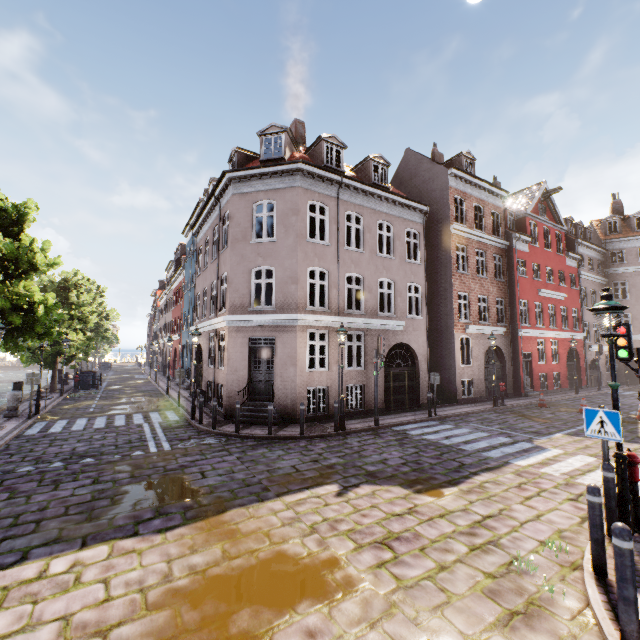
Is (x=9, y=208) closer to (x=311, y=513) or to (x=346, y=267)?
(x=346, y=267)

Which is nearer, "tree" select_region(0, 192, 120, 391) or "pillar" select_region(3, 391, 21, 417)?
"tree" select_region(0, 192, 120, 391)

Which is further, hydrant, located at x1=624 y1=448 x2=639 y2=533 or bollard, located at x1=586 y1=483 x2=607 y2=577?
hydrant, located at x1=624 y1=448 x2=639 y2=533

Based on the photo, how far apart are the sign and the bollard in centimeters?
145cm

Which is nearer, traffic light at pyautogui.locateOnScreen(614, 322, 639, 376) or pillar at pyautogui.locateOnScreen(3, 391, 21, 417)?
traffic light at pyautogui.locateOnScreen(614, 322, 639, 376)

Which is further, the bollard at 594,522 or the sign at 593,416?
the sign at 593,416

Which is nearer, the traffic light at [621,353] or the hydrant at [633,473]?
the hydrant at [633,473]

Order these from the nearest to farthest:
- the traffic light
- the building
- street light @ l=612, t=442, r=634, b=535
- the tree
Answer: street light @ l=612, t=442, r=634, b=535, the traffic light, the tree, the building
